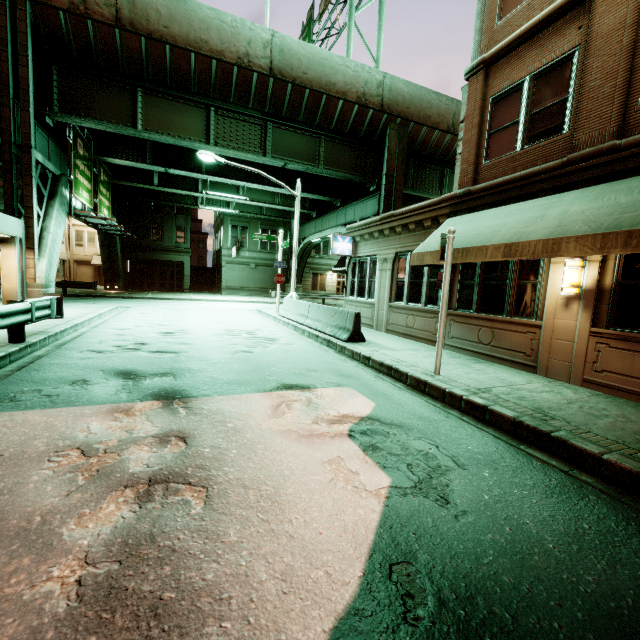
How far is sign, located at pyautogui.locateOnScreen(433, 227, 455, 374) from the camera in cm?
660

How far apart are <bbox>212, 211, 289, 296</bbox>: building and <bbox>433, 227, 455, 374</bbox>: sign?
33.8 meters

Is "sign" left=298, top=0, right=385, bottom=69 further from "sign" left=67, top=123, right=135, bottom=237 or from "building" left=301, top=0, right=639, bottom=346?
"sign" left=67, top=123, right=135, bottom=237

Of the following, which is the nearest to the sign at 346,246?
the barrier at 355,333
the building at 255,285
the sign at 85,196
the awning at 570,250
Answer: the barrier at 355,333

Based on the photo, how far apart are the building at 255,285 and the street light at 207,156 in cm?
2153

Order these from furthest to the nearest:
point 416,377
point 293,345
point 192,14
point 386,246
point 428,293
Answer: point 192,14, point 386,246, point 428,293, point 293,345, point 416,377

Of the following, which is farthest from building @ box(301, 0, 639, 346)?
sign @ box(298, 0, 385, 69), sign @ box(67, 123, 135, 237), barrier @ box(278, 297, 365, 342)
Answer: sign @ box(67, 123, 135, 237)

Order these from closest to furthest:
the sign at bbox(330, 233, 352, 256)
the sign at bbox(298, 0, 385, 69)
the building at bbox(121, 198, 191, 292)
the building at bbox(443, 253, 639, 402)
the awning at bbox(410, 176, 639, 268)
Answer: the awning at bbox(410, 176, 639, 268)
the building at bbox(443, 253, 639, 402)
the sign at bbox(330, 233, 352, 256)
the sign at bbox(298, 0, 385, 69)
the building at bbox(121, 198, 191, 292)
